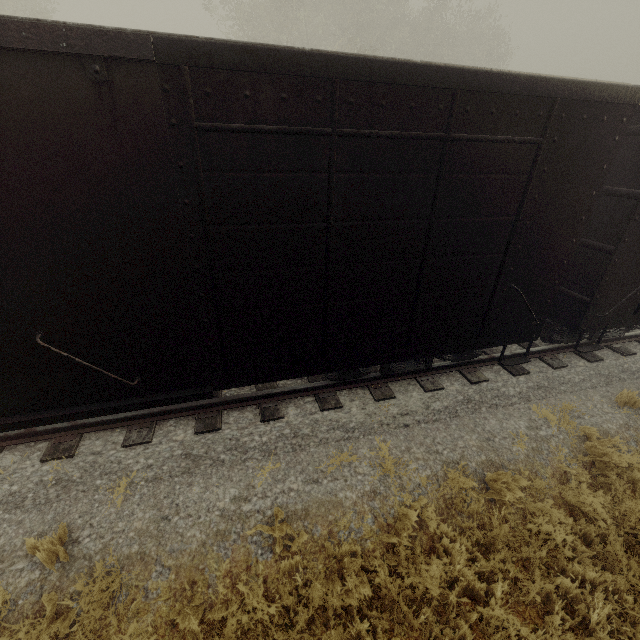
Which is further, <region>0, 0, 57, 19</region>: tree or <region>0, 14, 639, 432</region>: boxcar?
<region>0, 0, 57, 19</region>: tree

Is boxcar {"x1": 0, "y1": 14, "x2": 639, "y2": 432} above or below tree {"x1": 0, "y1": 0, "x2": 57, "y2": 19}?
below

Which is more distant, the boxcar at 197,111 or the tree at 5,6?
the tree at 5,6

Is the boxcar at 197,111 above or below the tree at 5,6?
below

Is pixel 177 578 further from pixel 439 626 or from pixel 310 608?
pixel 439 626
